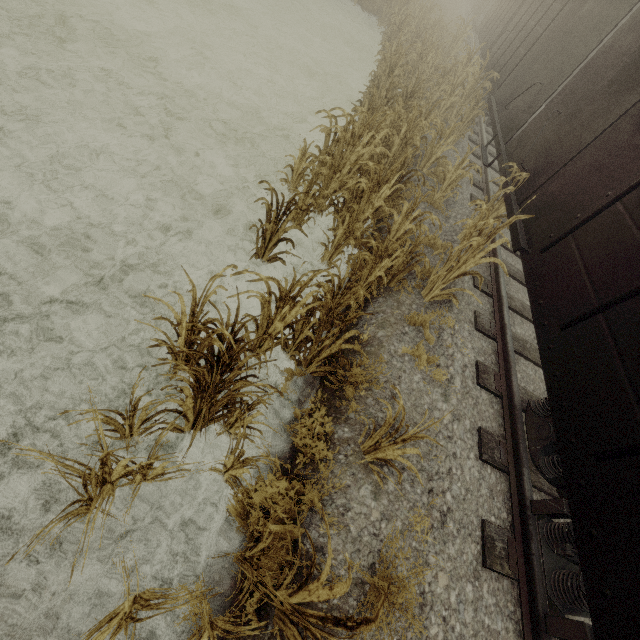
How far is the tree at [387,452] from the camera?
2.6 meters

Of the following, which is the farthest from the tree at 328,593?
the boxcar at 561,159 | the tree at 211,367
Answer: the tree at 211,367

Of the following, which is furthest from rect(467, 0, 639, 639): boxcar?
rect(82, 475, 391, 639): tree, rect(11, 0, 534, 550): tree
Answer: rect(82, 475, 391, 639): tree

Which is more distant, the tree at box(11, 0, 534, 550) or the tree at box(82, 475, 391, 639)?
the tree at box(11, 0, 534, 550)

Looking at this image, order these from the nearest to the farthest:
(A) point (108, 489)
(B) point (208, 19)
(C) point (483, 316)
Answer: (A) point (108, 489) < (C) point (483, 316) < (B) point (208, 19)

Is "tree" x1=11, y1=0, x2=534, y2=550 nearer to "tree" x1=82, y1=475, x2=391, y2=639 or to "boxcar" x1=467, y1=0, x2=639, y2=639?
"boxcar" x1=467, y1=0, x2=639, y2=639

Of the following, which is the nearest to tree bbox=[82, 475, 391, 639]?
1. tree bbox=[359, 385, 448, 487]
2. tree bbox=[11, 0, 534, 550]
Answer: tree bbox=[359, 385, 448, 487]

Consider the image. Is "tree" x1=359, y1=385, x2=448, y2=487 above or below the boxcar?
below
